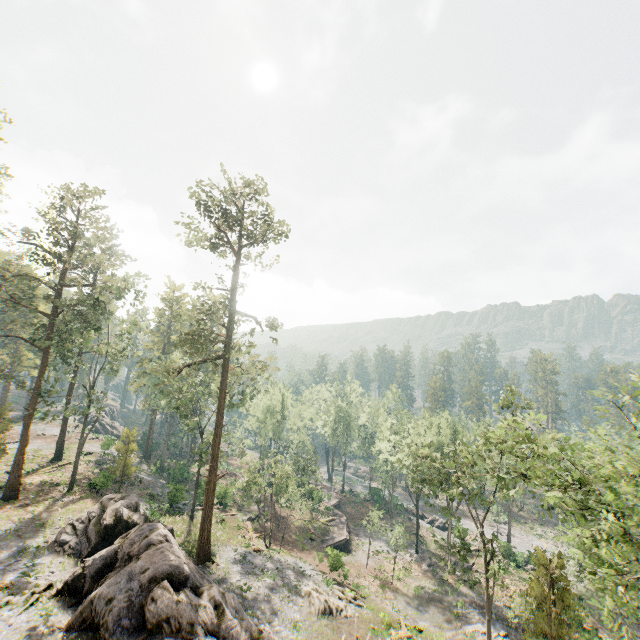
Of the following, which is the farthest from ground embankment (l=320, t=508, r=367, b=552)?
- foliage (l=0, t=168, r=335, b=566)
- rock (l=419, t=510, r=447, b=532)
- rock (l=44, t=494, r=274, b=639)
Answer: rock (l=44, t=494, r=274, b=639)

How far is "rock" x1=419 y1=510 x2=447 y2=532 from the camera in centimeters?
5469cm

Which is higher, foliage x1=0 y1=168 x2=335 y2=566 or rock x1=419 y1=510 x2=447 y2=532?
foliage x1=0 y1=168 x2=335 y2=566

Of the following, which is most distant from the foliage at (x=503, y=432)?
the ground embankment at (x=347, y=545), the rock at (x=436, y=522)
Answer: the ground embankment at (x=347, y=545)

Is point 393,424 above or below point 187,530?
above

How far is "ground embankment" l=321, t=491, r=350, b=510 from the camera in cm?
5444

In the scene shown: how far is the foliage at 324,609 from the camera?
24.2 meters

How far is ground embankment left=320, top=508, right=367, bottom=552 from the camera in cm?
4194
